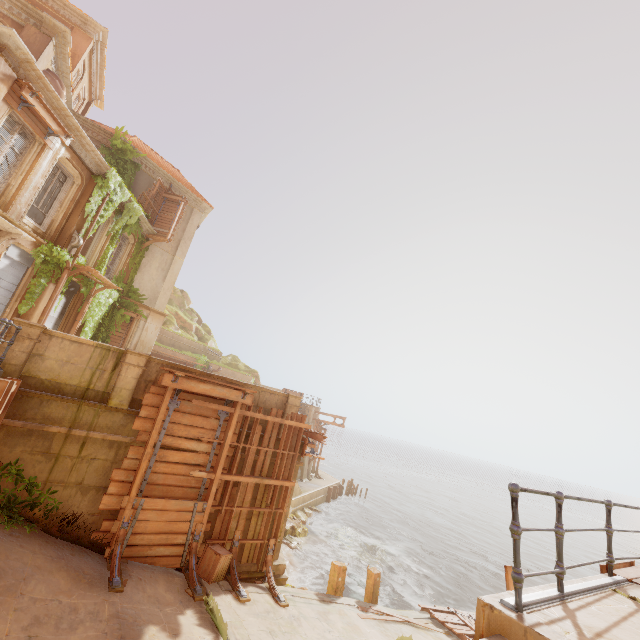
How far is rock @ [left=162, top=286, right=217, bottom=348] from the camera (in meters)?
33.41

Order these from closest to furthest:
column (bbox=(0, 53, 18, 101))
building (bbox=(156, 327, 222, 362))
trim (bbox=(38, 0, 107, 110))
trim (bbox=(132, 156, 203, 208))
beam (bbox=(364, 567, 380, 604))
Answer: column (bbox=(0, 53, 18, 101))
beam (bbox=(364, 567, 380, 604))
trim (bbox=(38, 0, 107, 110))
trim (bbox=(132, 156, 203, 208))
building (bbox=(156, 327, 222, 362))

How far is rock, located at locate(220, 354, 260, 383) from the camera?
37.4m

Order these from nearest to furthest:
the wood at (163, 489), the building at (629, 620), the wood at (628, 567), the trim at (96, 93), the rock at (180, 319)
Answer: the building at (629, 620) < the wood at (628, 567) < the wood at (163, 489) < the trim at (96, 93) < the rock at (180, 319)

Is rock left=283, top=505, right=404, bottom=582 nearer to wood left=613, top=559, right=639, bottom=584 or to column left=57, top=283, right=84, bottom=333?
column left=57, top=283, right=84, bottom=333

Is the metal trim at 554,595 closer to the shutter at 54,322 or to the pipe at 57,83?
the shutter at 54,322

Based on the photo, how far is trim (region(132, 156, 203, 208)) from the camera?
19.48m

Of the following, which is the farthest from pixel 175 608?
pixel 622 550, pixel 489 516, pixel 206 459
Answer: pixel 622 550
